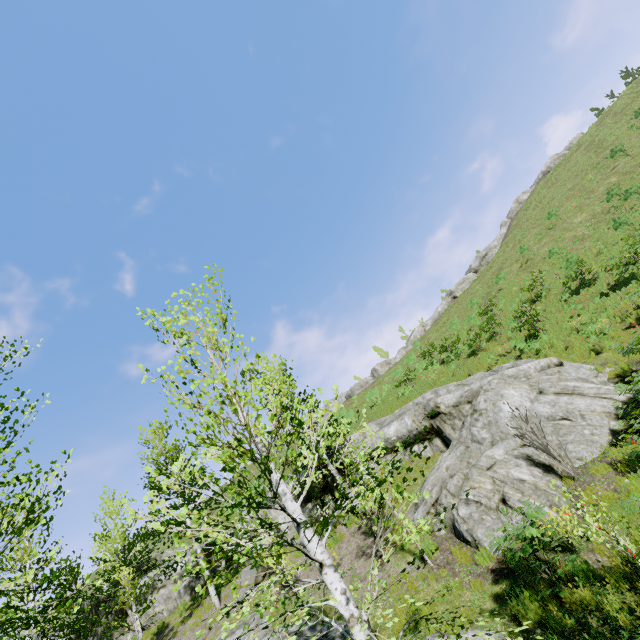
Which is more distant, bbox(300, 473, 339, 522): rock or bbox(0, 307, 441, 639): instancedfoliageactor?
bbox(300, 473, 339, 522): rock

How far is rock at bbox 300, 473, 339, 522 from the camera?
15.9 meters

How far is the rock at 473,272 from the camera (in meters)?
42.47

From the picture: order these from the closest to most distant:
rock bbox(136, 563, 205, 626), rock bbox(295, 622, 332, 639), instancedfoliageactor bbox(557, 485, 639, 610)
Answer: instancedfoliageactor bbox(557, 485, 639, 610) < rock bbox(295, 622, 332, 639) < rock bbox(136, 563, 205, 626)

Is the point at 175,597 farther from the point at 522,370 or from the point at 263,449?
the point at 522,370

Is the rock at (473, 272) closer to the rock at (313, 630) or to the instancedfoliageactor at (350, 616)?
the rock at (313, 630)

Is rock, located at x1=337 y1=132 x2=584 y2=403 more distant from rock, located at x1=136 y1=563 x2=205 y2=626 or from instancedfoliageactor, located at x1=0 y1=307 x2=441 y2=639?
instancedfoliageactor, located at x1=0 y1=307 x2=441 y2=639
